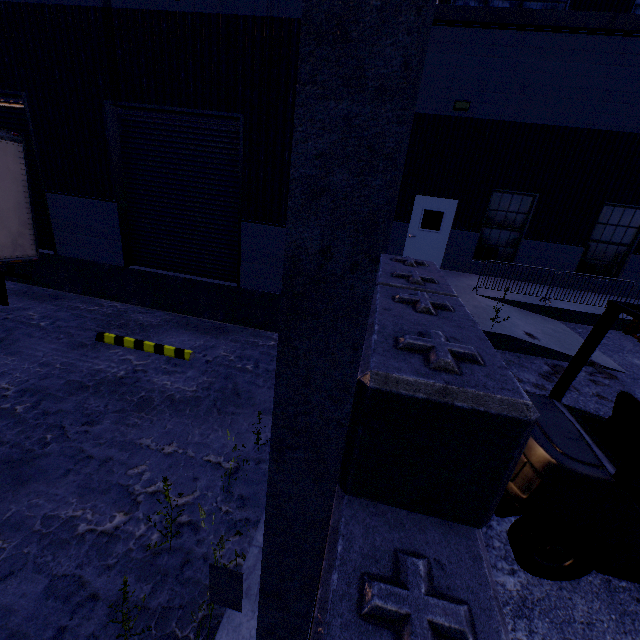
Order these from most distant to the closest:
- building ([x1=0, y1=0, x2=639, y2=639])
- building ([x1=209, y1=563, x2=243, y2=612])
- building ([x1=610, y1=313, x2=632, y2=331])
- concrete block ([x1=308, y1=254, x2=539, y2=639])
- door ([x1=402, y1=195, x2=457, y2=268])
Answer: door ([x1=402, y1=195, x2=457, y2=268]), building ([x1=610, y1=313, x2=632, y2=331]), building ([x1=209, y1=563, x2=243, y2=612]), concrete block ([x1=308, y1=254, x2=539, y2=639]), building ([x1=0, y1=0, x2=639, y2=639])

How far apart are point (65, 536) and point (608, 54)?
15.8 meters

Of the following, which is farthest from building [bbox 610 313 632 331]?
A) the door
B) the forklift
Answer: the forklift

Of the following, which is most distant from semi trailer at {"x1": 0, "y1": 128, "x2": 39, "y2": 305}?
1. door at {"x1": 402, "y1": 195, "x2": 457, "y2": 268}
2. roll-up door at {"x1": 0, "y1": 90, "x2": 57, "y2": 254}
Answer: door at {"x1": 402, "y1": 195, "x2": 457, "y2": 268}

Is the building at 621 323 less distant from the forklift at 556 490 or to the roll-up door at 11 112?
the roll-up door at 11 112

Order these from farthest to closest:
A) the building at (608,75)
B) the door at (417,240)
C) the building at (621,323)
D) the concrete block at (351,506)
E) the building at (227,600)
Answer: the door at (417,240)
the building at (621,323)
the building at (227,600)
the concrete block at (351,506)
the building at (608,75)

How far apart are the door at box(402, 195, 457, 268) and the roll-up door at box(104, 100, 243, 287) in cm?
703

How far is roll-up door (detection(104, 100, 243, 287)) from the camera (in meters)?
6.67
